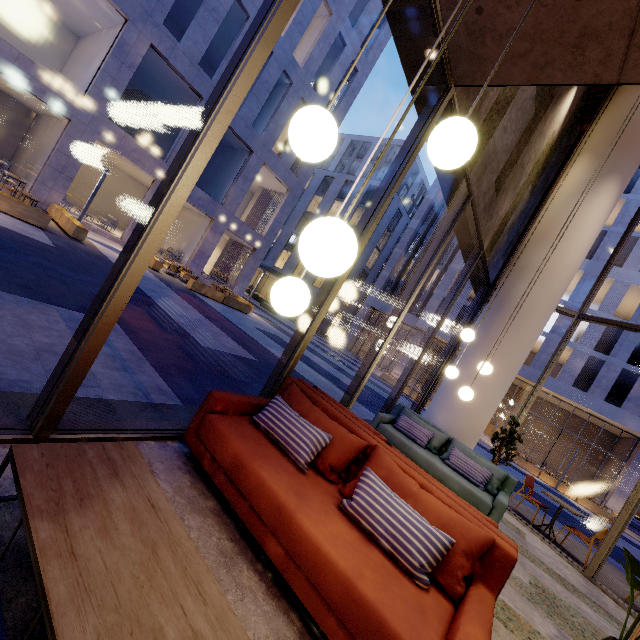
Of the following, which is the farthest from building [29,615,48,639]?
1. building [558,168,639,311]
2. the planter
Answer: building [558,168,639,311]

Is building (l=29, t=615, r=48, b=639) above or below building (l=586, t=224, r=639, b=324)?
below

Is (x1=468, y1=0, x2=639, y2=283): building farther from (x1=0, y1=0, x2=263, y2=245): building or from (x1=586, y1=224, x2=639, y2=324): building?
(x1=586, y1=224, x2=639, y2=324): building

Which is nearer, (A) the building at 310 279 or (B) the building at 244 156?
(B) the building at 244 156

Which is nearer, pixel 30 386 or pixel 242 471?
pixel 242 471

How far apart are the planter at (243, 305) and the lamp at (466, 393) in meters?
13.7 m

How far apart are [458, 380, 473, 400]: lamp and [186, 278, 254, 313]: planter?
13.7 meters

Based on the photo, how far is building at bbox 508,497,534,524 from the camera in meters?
7.1
